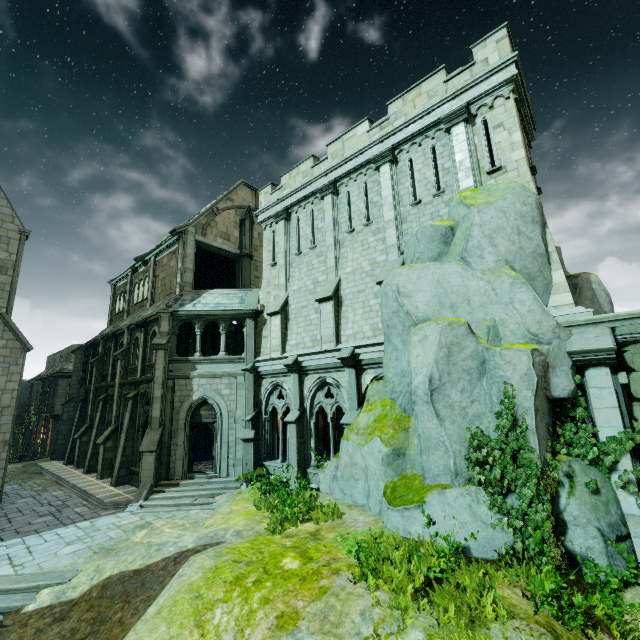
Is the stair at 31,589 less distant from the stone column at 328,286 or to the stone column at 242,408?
the stone column at 242,408

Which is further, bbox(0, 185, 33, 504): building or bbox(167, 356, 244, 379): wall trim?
bbox(167, 356, 244, 379): wall trim

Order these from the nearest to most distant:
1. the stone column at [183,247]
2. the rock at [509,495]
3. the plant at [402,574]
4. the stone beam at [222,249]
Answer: the plant at [402,574], the rock at [509,495], the stone column at [183,247], the stone beam at [222,249]

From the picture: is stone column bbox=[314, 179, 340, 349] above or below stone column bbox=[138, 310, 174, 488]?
above

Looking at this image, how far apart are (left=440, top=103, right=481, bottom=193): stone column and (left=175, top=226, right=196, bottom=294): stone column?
15.2 meters

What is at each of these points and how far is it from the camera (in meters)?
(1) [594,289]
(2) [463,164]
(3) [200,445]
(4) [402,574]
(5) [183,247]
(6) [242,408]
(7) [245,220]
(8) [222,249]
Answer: (1) rock, 11.80
(2) stone column, 11.59
(3) stone column, 20.19
(4) plant, 5.73
(5) stone column, 19.98
(6) stone column, 16.81
(7) merlon, 23.45
(8) stone beam, 21.92

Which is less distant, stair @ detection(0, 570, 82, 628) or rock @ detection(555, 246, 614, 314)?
stair @ detection(0, 570, 82, 628)

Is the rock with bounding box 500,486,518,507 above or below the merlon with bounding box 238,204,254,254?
below
